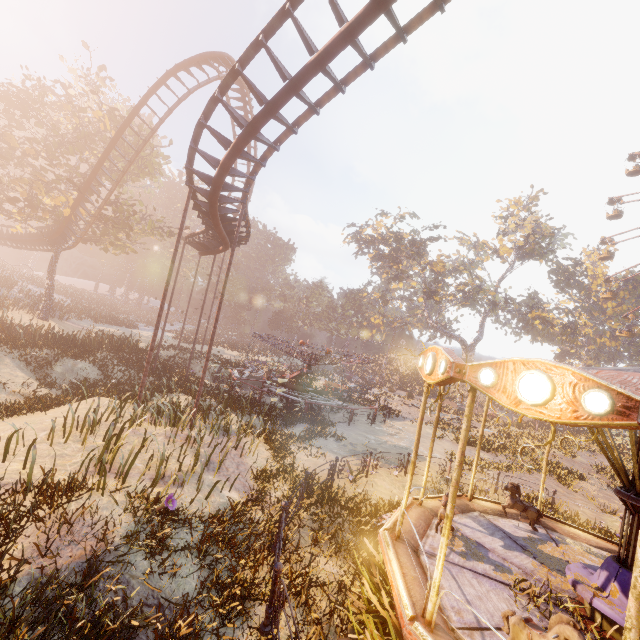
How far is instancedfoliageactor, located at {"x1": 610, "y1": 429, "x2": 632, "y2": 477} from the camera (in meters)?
23.26

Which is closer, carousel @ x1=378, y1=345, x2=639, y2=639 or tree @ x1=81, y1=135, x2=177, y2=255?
carousel @ x1=378, y1=345, x2=639, y2=639

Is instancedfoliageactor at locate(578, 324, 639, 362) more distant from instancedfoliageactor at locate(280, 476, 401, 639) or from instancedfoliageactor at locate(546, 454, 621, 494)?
instancedfoliageactor at locate(280, 476, 401, 639)

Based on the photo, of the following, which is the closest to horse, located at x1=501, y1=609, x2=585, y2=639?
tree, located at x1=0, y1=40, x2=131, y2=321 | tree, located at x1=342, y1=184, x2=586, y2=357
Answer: tree, located at x1=0, y1=40, x2=131, y2=321

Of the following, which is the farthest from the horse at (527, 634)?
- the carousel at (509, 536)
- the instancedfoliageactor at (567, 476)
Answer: the instancedfoliageactor at (567, 476)

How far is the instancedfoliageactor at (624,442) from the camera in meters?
23.3

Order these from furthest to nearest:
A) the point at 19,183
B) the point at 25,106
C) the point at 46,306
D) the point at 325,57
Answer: the point at 46,306 < the point at 19,183 < the point at 25,106 < the point at 325,57

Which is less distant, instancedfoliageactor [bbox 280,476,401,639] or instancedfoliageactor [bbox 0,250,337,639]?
instancedfoliageactor [bbox 0,250,337,639]
